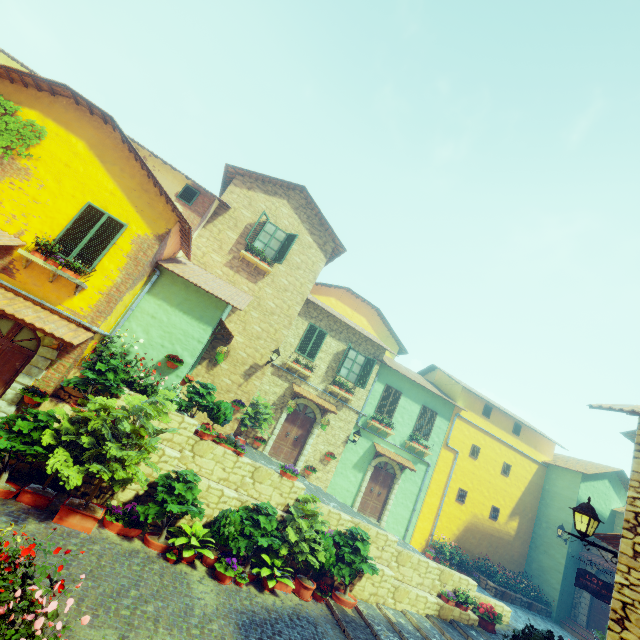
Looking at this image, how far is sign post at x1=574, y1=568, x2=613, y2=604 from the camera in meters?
9.7 m

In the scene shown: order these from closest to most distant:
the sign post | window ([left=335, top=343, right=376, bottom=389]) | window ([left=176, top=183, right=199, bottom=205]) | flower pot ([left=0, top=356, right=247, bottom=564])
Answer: flower pot ([left=0, top=356, right=247, bottom=564]) → the sign post → window ([left=176, top=183, right=199, bottom=205]) → window ([left=335, top=343, right=376, bottom=389])

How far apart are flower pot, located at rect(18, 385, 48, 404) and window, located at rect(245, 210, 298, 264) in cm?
849

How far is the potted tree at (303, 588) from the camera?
9.0m

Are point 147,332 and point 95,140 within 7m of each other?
yes

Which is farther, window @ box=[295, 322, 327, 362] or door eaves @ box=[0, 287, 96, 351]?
window @ box=[295, 322, 327, 362]

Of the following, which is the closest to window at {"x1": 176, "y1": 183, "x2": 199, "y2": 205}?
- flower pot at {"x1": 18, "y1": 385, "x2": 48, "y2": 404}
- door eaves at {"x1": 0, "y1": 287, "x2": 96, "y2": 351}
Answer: door eaves at {"x1": 0, "y1": 287, "x2": 96, "y2": 351}

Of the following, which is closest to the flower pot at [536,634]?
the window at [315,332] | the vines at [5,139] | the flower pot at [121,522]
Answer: the flower pot at [121,522]
